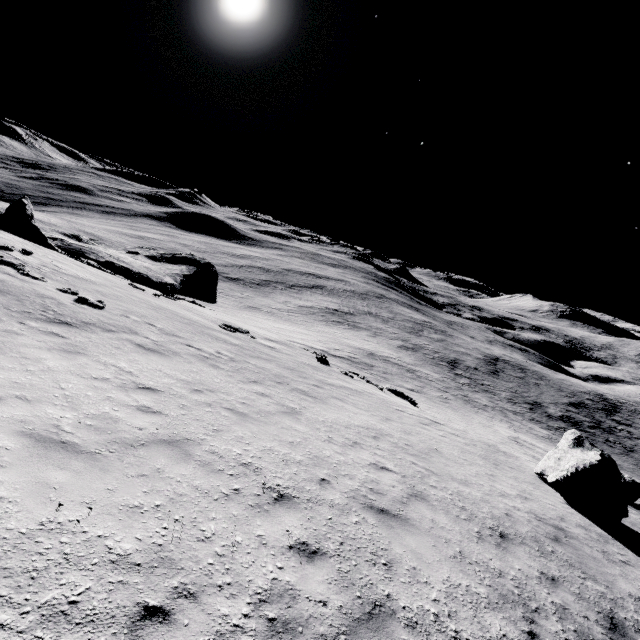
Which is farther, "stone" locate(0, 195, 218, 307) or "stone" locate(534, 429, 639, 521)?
"stone" locate(0, 195, 218, 307)

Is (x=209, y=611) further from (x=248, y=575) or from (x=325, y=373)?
(x=325, y=373)

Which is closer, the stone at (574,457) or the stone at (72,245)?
the stone at (574,457)
